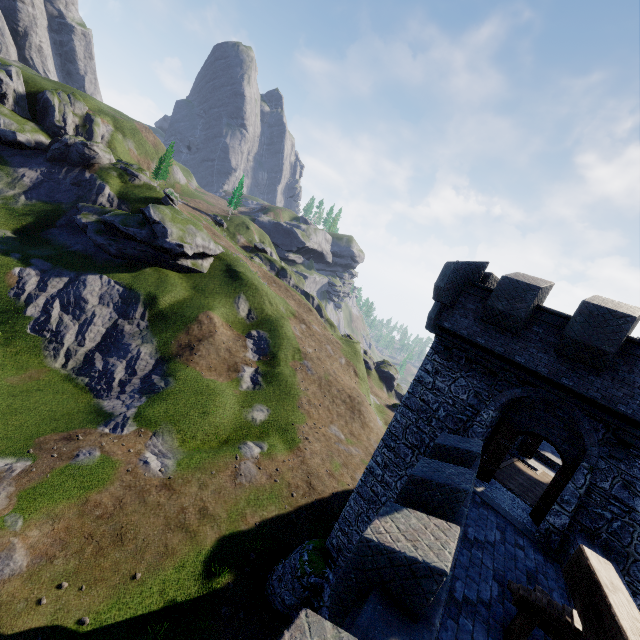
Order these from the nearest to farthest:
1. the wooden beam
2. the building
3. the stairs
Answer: the wooden beam < the stairs < the building

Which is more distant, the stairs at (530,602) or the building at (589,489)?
the building at (589,489)

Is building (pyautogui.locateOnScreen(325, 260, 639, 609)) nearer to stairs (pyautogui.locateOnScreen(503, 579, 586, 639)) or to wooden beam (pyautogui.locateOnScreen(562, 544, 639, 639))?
stairs (pyautogui.locateOnScreen(503, 579, 586, 639))

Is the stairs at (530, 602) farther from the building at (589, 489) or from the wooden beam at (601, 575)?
the building at (589, 489)

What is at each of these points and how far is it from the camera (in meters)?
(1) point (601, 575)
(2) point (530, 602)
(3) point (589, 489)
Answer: (1) wooden beam, 2.99
(2) stairs, 5.87
(3) building, 9.92

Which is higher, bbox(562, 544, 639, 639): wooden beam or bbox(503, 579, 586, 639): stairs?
bbox(562, 544, 639, 639): wooden beam
